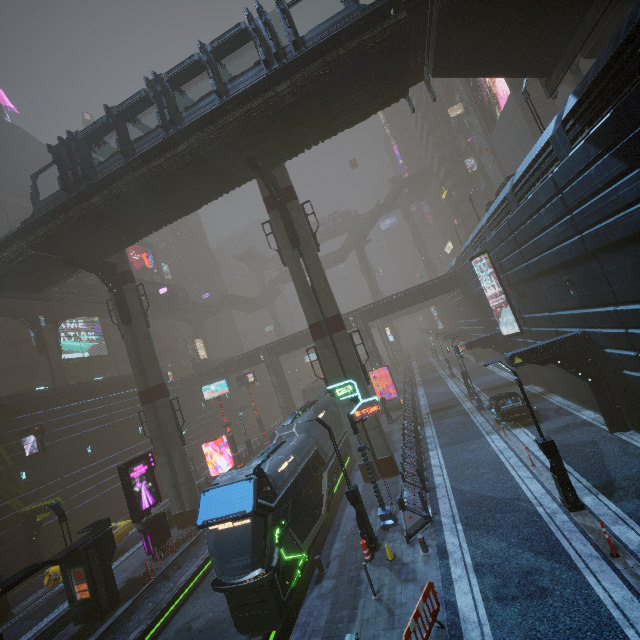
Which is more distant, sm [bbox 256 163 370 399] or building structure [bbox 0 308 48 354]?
building structure [bbox 0 308 48 354]

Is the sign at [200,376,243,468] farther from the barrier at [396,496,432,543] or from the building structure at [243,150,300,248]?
the barrier at [396,496,432,543]

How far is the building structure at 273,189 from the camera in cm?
1785

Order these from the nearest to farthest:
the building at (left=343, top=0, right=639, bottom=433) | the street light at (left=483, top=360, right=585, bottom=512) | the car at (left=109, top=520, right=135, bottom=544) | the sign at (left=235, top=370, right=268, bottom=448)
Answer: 1. the building at (left=343, top=0, right=639, bottom=433)
2. the street light at (left=483, top=360, right=585, bottom=512)
3. the car at (left=109, top=520, right=135, bottom=544)
4. the sign at (left=235, top=370, right=268, bottom=448)

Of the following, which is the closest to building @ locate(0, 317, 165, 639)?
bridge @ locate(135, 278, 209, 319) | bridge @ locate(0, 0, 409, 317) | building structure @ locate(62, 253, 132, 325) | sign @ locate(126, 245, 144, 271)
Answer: sign @ locate(126, 245, 144, 271)

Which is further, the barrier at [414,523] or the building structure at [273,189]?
the building structure at [273,189]

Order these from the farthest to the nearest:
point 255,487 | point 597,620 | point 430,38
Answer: point 430,38 < point 255,487 < point 597,620

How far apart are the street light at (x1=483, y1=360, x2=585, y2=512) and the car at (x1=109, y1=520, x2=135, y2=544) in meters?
25.7 m
